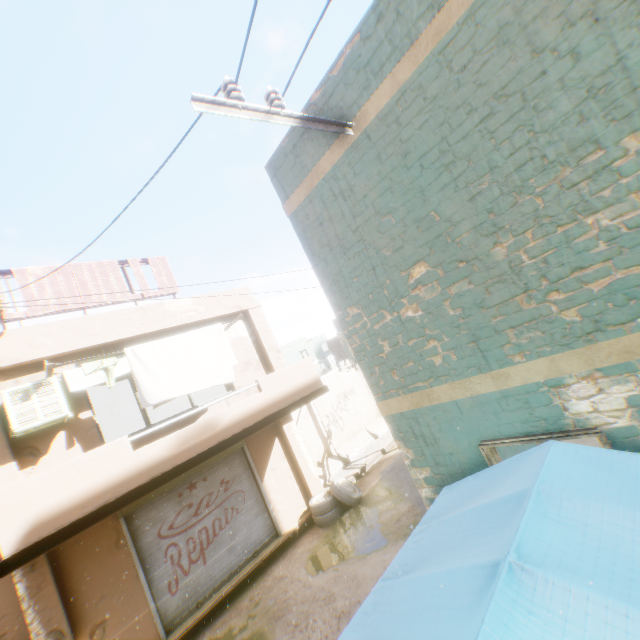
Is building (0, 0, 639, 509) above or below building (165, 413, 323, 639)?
above

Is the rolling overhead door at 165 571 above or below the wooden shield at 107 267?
below

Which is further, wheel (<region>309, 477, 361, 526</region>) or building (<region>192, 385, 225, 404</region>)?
building (<region>192, 385, 225, 404</region>)

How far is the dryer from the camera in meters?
6.7

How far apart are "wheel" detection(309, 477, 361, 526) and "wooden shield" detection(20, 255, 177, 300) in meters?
1.8

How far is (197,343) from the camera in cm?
777

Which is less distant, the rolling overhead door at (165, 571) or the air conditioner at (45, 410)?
the air conditioner at (45, 410)

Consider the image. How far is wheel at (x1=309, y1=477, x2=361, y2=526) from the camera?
9.12m
